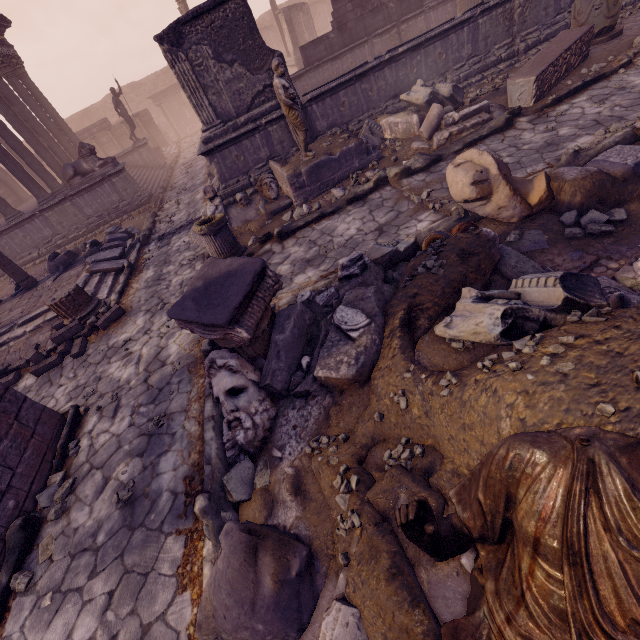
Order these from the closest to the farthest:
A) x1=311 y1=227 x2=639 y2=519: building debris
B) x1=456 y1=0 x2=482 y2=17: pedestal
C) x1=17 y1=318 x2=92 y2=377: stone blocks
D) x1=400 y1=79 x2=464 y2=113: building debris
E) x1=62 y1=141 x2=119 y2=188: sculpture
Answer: x1=311 y1=227 x2=639 y2=519: building debris, x1=17 y1=318 x2=92 y2=377: stone blocks, x1=400 y1=79 x2=464 y2=113: building debris, x1=456 y1=0 x2=482 y2=17: pedestal, x1=62 y1=141 x2=119 y2=188: sculpture

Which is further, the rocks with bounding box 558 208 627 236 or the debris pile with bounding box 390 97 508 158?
the debris pile with bounding box 390 97 508 158

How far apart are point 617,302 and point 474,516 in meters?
1.8 m

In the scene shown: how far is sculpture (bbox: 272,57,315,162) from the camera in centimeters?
633cm

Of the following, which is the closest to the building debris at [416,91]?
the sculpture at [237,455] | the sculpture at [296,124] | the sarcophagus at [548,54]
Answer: the sculpture at [296,124]

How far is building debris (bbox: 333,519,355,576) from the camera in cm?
208

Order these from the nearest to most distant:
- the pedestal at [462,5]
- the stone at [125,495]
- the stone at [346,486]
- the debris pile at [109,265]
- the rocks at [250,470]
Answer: the stone at [346,486], the rocks at [250,470], the stone at [125,495], the debris pile at [109,265], the pedestal at [462,5]

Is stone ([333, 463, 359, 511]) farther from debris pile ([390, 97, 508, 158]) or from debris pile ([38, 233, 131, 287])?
debris pile ([38, 233, 131, 287])
